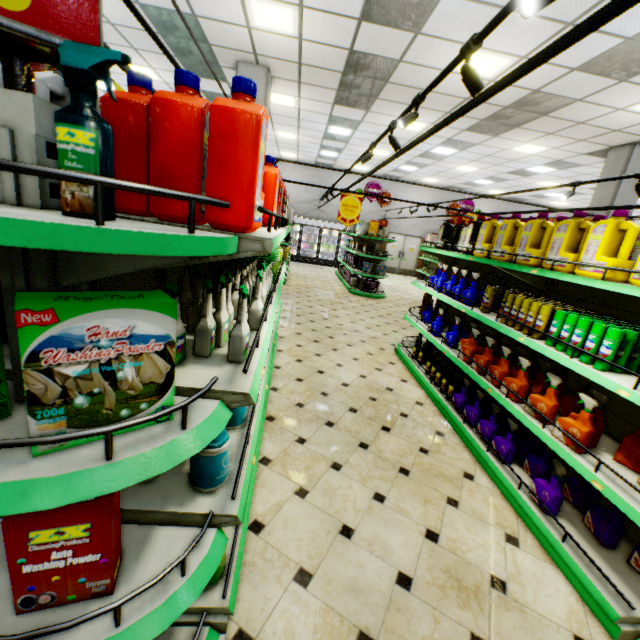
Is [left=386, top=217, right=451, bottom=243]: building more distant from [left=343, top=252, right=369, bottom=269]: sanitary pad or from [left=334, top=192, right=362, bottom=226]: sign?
[left=334, top=192, right=362, bottom=226]: sign

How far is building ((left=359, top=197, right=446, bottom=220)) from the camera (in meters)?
17.41

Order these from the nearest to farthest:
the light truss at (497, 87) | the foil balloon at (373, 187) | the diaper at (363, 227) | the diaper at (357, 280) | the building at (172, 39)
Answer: the light truss at (497, 87)
the building at (172, 39)
the diaper at (363, 227)
the diaper at (357, 280)
the foil balloon at (373, 187)

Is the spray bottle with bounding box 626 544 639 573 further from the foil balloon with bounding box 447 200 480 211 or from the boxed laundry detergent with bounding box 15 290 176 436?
the foil balloon with bounding box 447 200 480 211

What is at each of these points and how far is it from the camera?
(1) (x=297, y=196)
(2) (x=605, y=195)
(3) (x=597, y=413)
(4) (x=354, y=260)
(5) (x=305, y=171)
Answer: (1) building, 17.0 meters
(2) building, 8.2 meters
(3) spray bottle, 2.3 meters
(4) sanitary pad, 11.3 meters
(5) building, 16.7 meters

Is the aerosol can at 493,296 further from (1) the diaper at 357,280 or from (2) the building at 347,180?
(1) the diaper at 357,280
